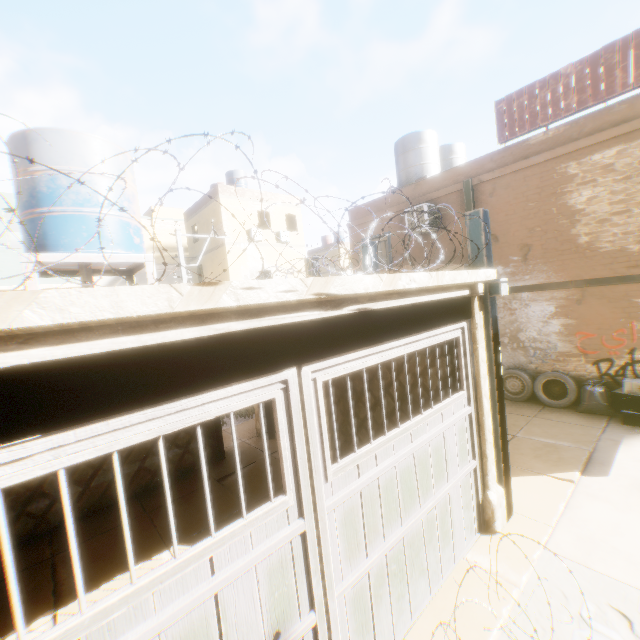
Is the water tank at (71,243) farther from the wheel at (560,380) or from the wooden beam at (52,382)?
the wheel at (560,380)

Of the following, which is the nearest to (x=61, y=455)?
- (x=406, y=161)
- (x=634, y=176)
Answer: (x=634, y=176)

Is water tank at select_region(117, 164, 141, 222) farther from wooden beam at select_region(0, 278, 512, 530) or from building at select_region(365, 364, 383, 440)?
wooden beam at select_region(0, 278, 512, 530)

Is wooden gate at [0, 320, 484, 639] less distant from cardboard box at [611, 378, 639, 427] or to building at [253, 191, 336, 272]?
building at [253, 191, 336, 272]

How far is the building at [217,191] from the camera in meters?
21.9

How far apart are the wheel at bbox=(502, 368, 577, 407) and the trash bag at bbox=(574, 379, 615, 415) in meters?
0.0

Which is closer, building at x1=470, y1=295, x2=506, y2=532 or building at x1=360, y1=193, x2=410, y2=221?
building at x1=470, y1=295, x2=506, y2=532

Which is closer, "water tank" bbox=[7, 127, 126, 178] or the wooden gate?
the wooden gate
